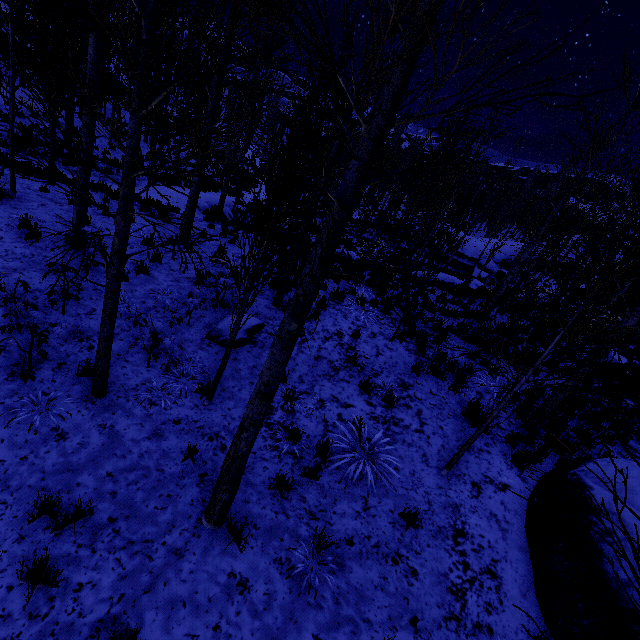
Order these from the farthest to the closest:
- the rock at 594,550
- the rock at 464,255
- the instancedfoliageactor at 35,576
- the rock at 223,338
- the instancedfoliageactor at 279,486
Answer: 1. the rock at 464,255
2. the rock at 223,338
3. the instancedfoliageactor at 279,486
4. the rock at 594,550
5. the instancedfoliageactor at 35,576

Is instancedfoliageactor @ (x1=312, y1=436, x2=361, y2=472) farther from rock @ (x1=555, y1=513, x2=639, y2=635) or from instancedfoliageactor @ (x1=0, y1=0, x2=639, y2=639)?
rock @ (x1=555, y1=513, x2=639, y2=635)

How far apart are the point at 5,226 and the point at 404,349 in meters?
10.0 m

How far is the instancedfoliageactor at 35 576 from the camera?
2.86m

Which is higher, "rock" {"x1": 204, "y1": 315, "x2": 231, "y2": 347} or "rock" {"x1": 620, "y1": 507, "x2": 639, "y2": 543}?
"rock" {"x1": 620, "y1": 507, "x2": 639, "y2": 543}

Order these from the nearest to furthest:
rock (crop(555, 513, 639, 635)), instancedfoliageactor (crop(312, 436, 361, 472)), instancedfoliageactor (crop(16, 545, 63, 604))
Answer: instancedfoliageactor (crop(16, 545, 63, 604)) → rock (crop(555, 513, 639, 635)) → instancedfoliageactor (crop(312, 436, 361, 472))

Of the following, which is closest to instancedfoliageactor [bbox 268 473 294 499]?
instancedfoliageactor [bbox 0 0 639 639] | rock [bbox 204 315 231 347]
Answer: instancedfoliageactor [bbox 0 0 639 639]
